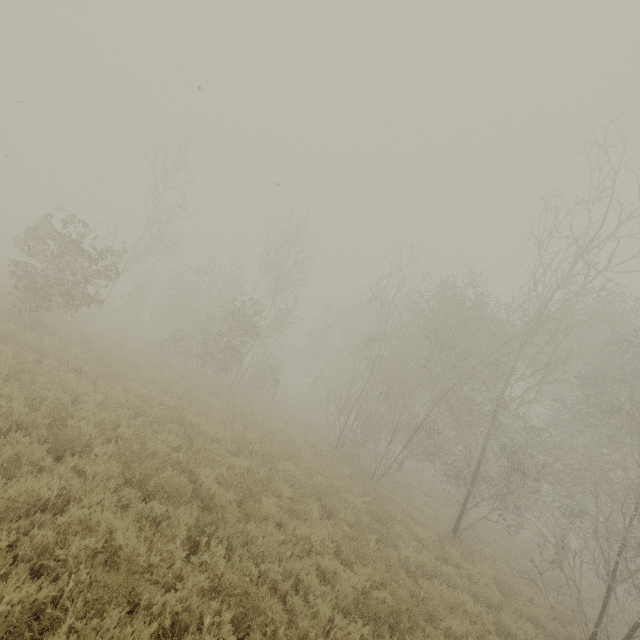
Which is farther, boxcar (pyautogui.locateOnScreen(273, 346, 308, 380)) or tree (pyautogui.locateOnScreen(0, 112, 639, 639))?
boxcar (pyautogui.locateOnScreen(273, 346, 308, 380))

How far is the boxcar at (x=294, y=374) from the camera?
49.4m

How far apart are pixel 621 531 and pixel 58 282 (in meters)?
19.92

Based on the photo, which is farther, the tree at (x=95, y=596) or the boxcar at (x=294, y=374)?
the boxcar at (x=294, y=374)

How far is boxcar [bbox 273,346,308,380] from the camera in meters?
49.4 m
